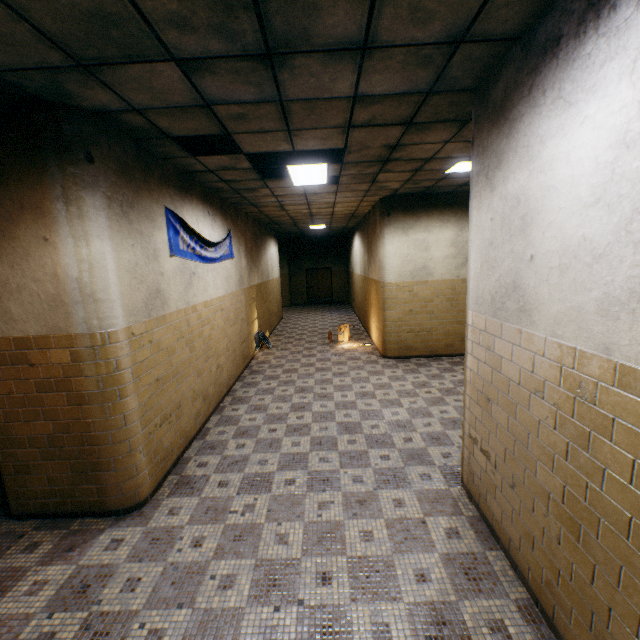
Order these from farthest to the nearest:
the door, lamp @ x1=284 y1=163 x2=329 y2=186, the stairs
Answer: the door
lamp @ x1=284 y1=163 x2=329 y2=186
the stairs

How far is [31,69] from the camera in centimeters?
229cm

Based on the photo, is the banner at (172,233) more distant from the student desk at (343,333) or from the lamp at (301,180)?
the student desk at (343,333)

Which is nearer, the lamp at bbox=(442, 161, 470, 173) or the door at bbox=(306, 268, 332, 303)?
the lamp at bbox=(442, 161, 470, 173)

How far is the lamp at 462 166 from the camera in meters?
5.1

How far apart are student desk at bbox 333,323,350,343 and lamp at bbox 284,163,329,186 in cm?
448

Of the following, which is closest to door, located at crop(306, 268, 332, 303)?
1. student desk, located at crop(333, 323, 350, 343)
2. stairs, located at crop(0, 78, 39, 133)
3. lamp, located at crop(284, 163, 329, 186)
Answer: student desk, located at crop(333, 323, 350, 343)

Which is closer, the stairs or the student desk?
the stairs
